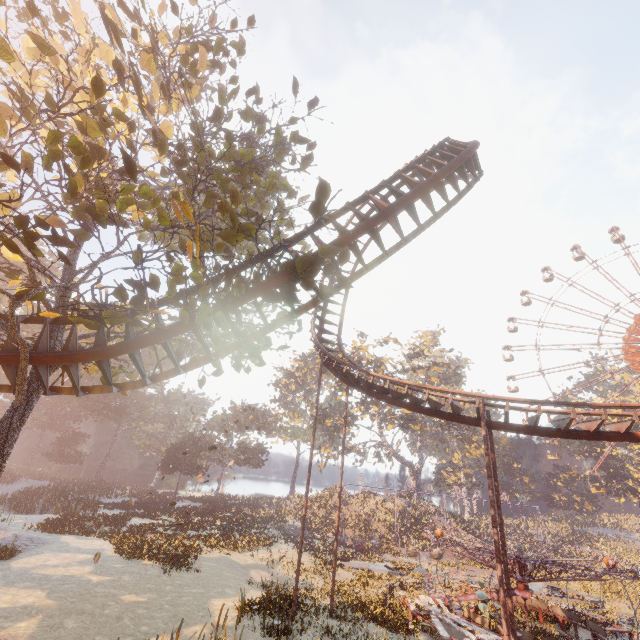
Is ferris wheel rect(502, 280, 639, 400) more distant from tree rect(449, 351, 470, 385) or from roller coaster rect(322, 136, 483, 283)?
roller coaster rect(322, 136, 483, 283)

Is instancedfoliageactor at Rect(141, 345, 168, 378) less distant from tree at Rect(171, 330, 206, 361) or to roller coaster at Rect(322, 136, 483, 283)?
tree at Rect(171, 330, 206, 361)

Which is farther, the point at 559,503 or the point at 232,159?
the point at 559,503

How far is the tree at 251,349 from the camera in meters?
11.2

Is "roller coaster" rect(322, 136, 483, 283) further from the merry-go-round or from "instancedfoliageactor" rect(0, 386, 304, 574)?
"instancedfoliageactor" rect(0, 386, 304, 574)

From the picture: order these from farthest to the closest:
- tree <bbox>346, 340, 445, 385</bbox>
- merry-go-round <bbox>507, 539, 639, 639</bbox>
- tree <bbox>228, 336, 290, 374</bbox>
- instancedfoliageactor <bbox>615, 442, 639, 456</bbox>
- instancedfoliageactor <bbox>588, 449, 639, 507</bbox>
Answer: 1. instancedfoliageactor <bbox>615, 442, 639, 456</bbox>
2. instancedfoliageactor <bbox>588, 449, 639, 507</bbox>
3. tree <bbox>346, 340, 445, 385</bbox>
4. merry-go-round <bbox>507, 539, 639, 639</bbox>
5. tree <bbox>228, 336, 290, 374</bbox>

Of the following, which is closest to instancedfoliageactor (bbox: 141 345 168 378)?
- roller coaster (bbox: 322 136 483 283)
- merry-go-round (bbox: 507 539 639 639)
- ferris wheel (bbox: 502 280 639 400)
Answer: merry-go-round (bbox: 507 539 639 639)

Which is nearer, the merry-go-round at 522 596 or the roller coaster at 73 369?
the roller coaster at 73 369
